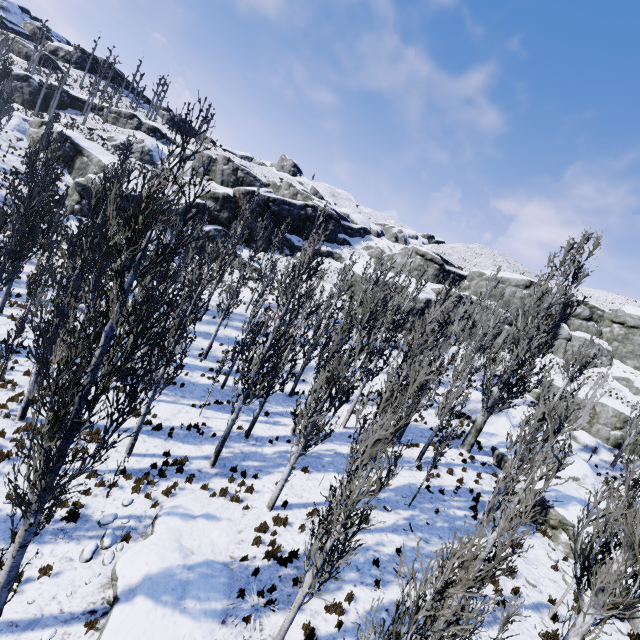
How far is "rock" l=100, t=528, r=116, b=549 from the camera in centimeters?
947cm

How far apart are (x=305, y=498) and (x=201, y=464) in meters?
4.7 m

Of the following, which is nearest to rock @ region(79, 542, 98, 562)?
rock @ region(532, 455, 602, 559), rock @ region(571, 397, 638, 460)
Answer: rock @ region(532, 455, 602, 559)

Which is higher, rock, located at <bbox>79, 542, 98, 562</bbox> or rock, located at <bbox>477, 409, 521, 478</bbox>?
rock, located at <bbox>477, 409, 521, 478</bbox>

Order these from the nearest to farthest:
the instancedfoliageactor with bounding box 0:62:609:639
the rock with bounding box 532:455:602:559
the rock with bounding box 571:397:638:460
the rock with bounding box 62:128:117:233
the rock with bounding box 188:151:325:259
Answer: the instancedfoliageactor with bounding box 0:62:609:639 → the rock with bounding box 532:455:602:559 → the rock with bounding box 571:397:638:460 → the rock with bounding box 62:128:117:233 → the rock with bounding box 188:151:325:259

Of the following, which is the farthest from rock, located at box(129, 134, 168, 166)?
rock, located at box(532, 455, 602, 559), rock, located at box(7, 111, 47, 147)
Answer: rock, located at box(532, 455, 602, 559)

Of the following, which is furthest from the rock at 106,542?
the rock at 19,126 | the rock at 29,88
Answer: the rock at 29,88

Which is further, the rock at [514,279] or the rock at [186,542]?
the rock at [514,279]
